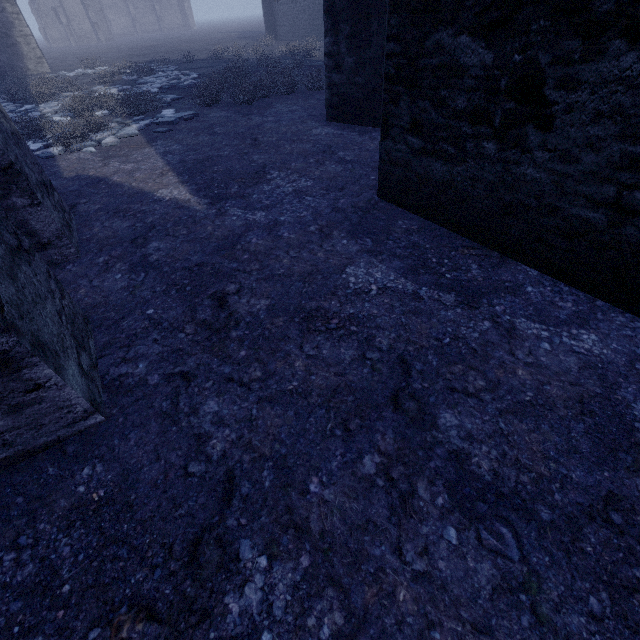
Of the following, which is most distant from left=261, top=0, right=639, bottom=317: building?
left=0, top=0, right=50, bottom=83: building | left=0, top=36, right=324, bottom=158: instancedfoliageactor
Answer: left=0, top=0, right=50, bottom=83: building

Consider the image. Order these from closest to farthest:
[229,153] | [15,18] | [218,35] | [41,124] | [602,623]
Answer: [602,623]
[229,153]
[41,124]
[15,18]
[218,35]

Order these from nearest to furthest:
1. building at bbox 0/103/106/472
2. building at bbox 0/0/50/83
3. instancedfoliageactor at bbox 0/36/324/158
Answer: building at bbox 0/103/106/472 → instancedfoliageactor at bbox 0/36/324/158 → building at bbox 0/0/50/83

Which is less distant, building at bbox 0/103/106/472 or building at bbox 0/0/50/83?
building at bbox 0/103/106/472

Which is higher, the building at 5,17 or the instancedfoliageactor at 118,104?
the building at 5,17

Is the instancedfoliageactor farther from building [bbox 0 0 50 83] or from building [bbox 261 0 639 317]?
building [bbox 0 0 50 83]

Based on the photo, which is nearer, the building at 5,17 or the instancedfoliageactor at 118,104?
the instancedfoliageactor at 118,104

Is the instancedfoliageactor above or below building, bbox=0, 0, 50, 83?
below
